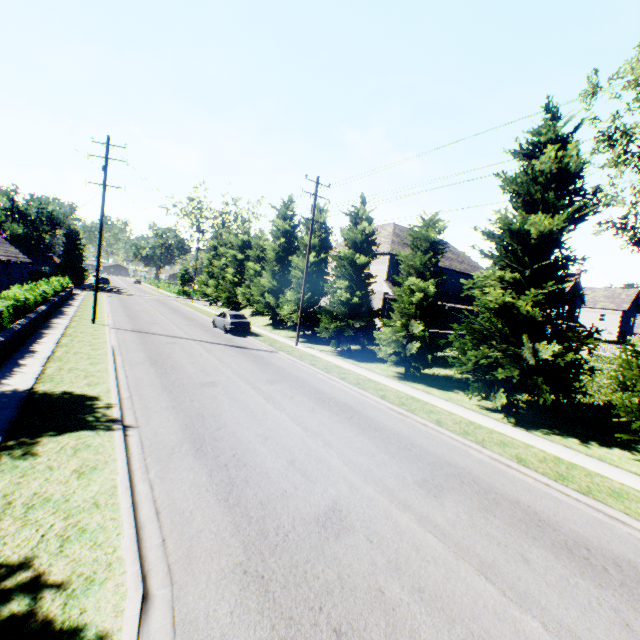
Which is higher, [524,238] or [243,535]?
[524,238]

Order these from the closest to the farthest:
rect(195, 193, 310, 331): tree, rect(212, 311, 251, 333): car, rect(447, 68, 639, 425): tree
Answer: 1. rect(447, 68, 639, 425): tree
2. rect(212, 311, 251, 333): car
3. rect(195, 193, 310, 331): tree

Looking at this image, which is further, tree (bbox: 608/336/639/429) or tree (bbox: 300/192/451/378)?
tree (bbox: 300/192/451/378)

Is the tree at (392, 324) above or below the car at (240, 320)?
above

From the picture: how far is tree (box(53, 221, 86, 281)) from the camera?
54.2m

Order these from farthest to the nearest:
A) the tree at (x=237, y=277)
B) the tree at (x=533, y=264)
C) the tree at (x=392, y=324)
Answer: the tree at (x=237, y=277) < the tree at (x=392, y=324) < the tree at (x=533, y=264)
